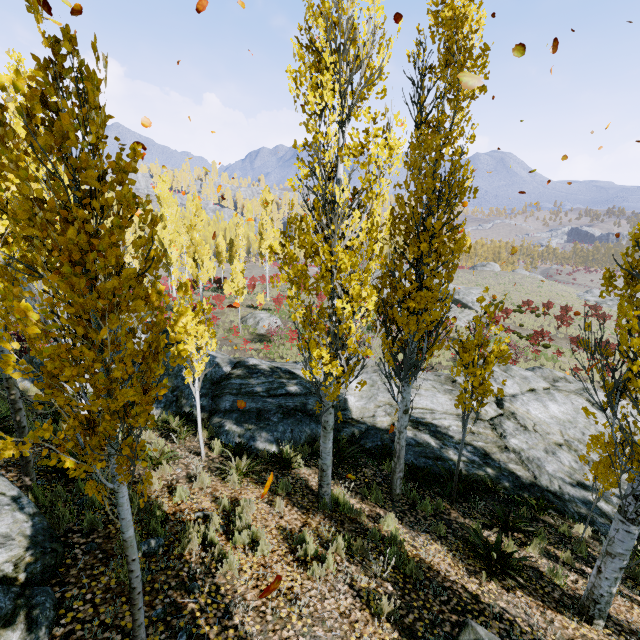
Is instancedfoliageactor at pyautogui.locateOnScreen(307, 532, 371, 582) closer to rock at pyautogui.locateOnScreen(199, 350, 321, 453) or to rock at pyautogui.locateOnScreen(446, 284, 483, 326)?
rock at pyautogui.locateOnScreen(199, 350, 321, 453)

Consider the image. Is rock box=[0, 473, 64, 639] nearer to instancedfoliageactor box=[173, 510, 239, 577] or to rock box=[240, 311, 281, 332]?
instancedfoliageactor box=[173, 510, 239, 577]

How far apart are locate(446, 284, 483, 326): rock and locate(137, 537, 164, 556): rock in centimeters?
3656cm

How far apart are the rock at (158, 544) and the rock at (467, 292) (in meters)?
36.56

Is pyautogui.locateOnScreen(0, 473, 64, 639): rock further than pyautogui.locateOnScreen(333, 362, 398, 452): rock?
No

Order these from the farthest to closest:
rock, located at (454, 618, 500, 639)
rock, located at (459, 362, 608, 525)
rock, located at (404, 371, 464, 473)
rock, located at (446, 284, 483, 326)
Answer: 1. rock, located at (446, 284, 483, 326)
2. rock, located at (404, 371, 464, 473)
3. rock, located at (459, 362, 608, 525)
4. rock, located at (454, 618, 500, 639)

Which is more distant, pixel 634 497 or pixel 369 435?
pixel 369 435

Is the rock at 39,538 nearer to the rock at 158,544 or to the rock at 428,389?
the rock at 158,544
